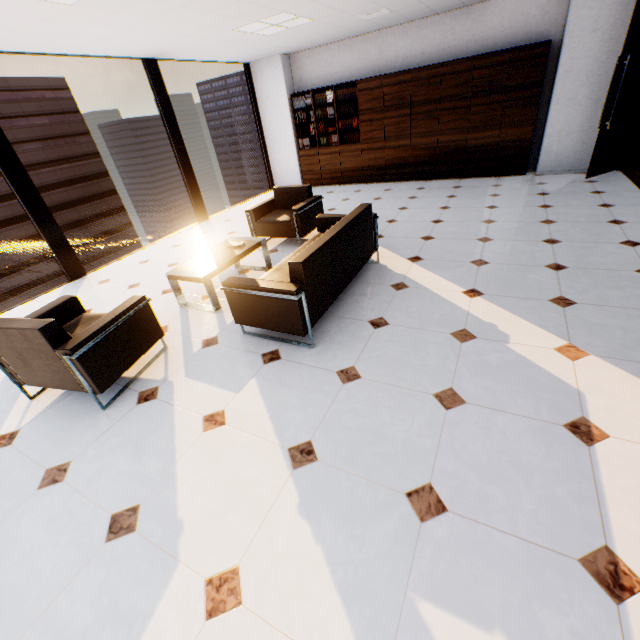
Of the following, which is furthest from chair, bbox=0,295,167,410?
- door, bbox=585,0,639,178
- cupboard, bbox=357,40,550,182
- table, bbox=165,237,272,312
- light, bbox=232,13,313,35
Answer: door, bbox=585,0,639,178

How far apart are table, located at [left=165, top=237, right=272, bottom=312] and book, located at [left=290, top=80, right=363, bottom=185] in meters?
5.1

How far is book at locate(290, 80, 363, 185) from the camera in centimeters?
768cm

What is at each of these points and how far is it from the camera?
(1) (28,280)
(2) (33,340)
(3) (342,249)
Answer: (1) building, 49.25m
(2) chair, 2.30m
(3) sofa, 3.18m

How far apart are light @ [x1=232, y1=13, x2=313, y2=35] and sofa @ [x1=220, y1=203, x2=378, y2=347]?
3.1m

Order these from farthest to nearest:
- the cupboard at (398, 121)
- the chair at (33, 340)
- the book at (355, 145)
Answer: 1. the book at (355, 145)
2. the cupboard at (398, 121)
3. the chair at (33, 340)

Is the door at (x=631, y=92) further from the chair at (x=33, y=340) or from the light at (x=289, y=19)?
the chair at (x=33, y=340)

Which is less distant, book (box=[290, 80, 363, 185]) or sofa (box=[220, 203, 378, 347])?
sofa (box=[220, 203, 378, 347])
